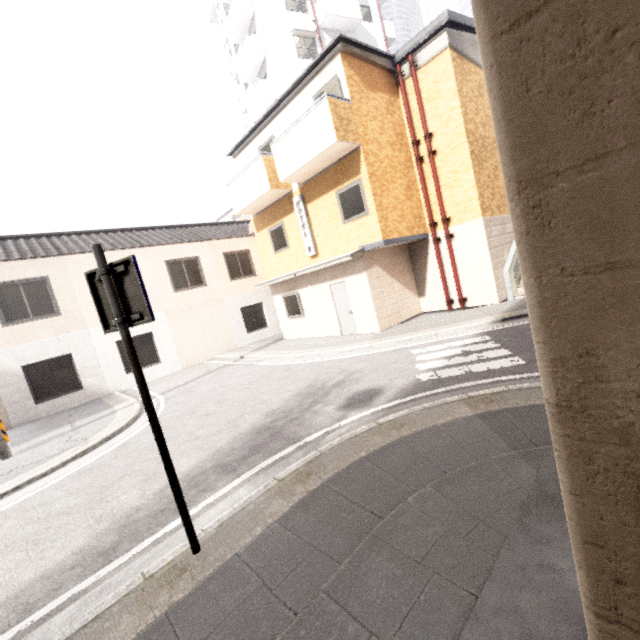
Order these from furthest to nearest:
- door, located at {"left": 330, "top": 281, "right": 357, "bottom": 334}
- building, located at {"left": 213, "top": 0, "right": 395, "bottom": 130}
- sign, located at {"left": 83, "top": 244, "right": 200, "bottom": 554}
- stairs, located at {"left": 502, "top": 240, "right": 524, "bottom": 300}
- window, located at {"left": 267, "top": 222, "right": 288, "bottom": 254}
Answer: building, located at {"left": 213, "top": 0, "right": 395, "bottom": 130}, window, located at {"left": 267, "top": 222, "right": 288, "bottom": 254}, door, located at {"left": 330, "top": 281, "right": 357, "bottom": 334}, stairs, located at {"left": 502, "top": 240, "right": 524, "bottom": 300}, sign, located at {"left": 83, "top": 244, "right": 200, "bottom": 554}

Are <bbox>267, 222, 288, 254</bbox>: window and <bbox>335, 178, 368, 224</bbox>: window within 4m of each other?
yes

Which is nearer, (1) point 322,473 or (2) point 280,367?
(1) point 322,473

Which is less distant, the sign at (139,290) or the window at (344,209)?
the sign at (139,290)

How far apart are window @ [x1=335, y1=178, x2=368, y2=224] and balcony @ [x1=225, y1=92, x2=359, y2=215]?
0.8 meters

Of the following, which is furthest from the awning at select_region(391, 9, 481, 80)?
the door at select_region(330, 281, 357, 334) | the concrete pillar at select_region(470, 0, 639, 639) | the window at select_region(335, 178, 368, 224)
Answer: the concrete pillar at select_region(470, 0, 639, 639)

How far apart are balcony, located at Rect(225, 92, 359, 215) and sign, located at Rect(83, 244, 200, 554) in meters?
8.4 m

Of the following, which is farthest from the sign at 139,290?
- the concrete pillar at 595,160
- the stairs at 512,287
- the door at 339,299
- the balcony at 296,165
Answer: the stairs at 512,287
